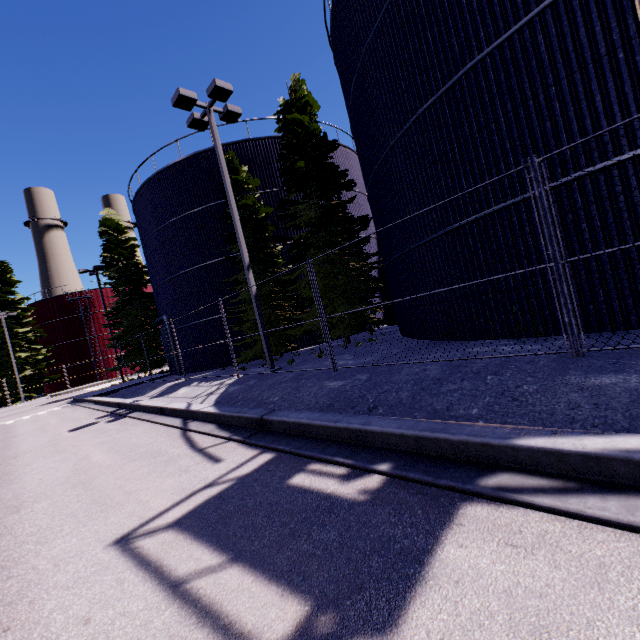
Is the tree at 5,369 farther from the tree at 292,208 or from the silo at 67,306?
the tree at 292,208

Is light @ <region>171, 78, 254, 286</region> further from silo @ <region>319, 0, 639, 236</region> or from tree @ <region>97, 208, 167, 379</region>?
tree @ <region>97, 208, 167, 379</region>

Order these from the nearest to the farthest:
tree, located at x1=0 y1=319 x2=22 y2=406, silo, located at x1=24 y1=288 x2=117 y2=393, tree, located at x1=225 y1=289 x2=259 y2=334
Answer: tree, located at x1=225 y1=289 x2=259 y2=334, tree, located at x1=0 y1=319 x2=22 y2=406, silo, located at x1=24 y1=288 x2=117 y2=393

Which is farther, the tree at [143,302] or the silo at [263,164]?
the tree at [143,302]

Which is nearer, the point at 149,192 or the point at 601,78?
the point at 601,78

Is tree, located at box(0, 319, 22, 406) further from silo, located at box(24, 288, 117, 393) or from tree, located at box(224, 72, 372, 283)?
tree, located at box(224, 72, 372, 283)

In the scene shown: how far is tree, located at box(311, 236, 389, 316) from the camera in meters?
13.4 m
